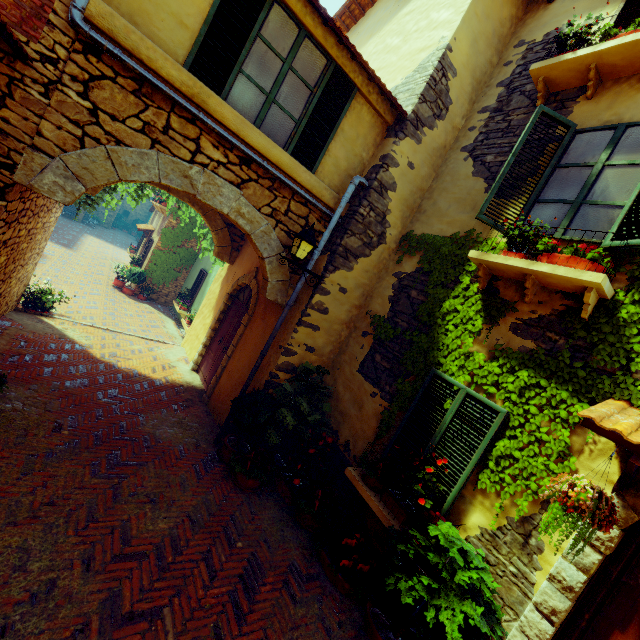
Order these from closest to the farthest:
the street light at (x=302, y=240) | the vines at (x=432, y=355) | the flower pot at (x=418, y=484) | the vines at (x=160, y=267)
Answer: the vines at (x=432, y=355)
the flower pot at (x=418, y=484)
the street light at (x=302, y=240)
the vines at (x=160, y=267)

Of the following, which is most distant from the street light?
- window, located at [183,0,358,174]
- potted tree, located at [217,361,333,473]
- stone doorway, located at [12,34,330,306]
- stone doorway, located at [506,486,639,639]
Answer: stone doorway, located at [506,486,639,639]

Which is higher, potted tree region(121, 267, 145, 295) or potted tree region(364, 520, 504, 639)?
potted tree region(364, 520, 504, 639)

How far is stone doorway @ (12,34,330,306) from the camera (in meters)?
3.69

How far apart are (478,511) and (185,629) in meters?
3.2 m

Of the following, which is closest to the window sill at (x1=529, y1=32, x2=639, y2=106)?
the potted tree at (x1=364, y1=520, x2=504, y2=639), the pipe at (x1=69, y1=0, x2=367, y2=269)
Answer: the pipe at (x1=69, y1=0, x2=367, y2=269)

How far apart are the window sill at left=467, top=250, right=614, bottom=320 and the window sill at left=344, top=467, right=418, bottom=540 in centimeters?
290cm

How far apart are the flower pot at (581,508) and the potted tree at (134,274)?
15.7m
